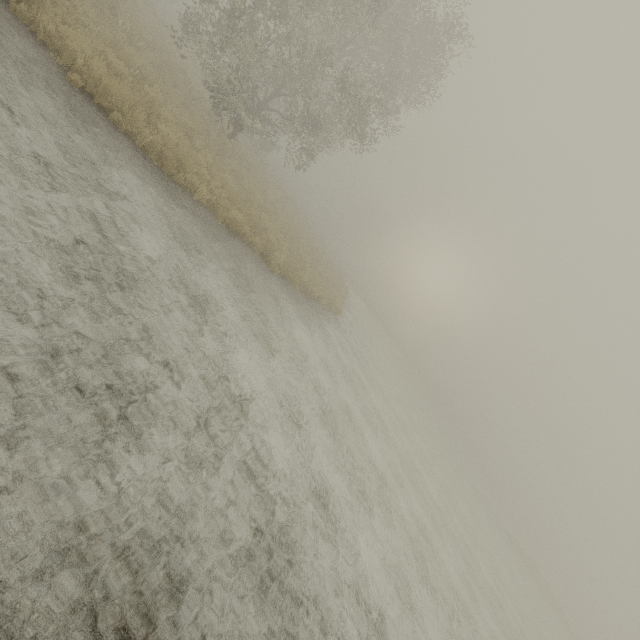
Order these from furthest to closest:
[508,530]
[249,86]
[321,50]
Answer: [508,530]
[249,86]
[321,50]
